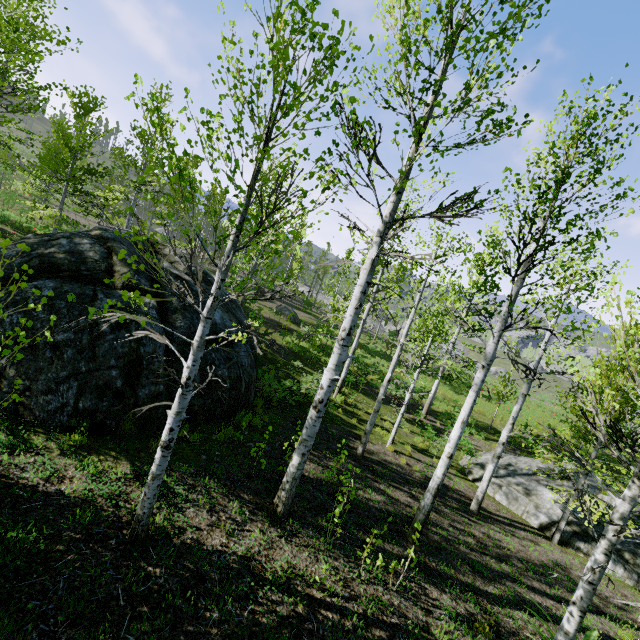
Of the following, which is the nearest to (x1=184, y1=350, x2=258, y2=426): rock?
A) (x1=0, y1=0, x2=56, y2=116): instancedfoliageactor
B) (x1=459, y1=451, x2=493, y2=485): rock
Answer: (x1=459, y1=451, x2=493, y2=485): rock

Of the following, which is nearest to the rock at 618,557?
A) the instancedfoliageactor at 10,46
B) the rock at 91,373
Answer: the rock at 91,373

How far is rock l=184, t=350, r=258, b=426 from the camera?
7.57m

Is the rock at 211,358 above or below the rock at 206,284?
below

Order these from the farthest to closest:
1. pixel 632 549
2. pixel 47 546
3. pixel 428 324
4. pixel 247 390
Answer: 1. pixel 428 324
2. pixel 632 549
3. pixel 247 390
4. pixel 47 546

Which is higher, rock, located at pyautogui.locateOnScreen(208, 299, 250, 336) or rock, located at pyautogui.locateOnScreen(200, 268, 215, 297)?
rock, located at pyautogui.locateOnScreen(200, 268, 215, 297)

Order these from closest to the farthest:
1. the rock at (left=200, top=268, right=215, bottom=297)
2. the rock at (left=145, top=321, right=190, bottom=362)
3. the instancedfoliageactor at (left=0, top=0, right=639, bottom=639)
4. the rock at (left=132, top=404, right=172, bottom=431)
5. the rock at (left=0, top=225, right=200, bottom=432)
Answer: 1. the instancedfoliageactor at (left=0, top=0, right=639, bottom=639)
2. the rock at (left=0, top=225, right=200, bottom=432)
3. the rock at (left=132, top=404, right=172, bottom=431)
4. the rock at (left=145, top=321, right=190, bottom=362)
5. the rock at (left=200, top=268, right=215, bottom=297)
